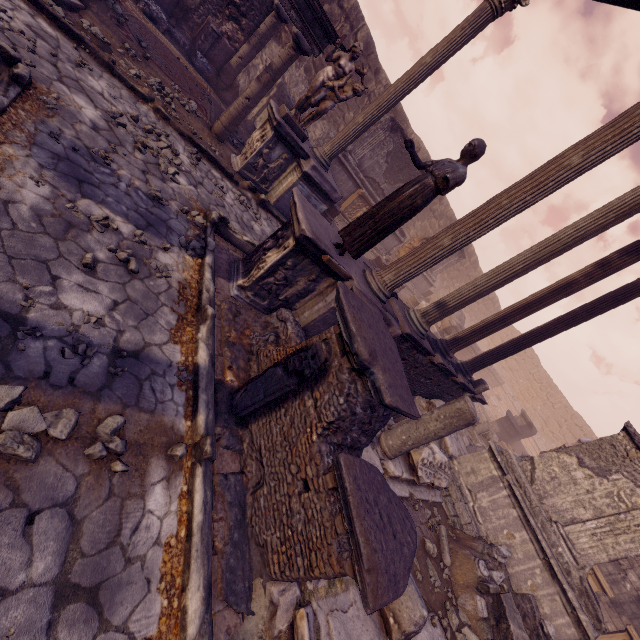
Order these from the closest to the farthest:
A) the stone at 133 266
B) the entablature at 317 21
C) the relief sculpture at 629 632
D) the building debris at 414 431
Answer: the stone at 133 266 < the building debris at 414 431 < the entablature at 317 21 < the relief sculpture at 629 632

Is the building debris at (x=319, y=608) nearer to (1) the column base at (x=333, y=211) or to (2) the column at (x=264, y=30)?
(1) the column base at (x=333, y=211)

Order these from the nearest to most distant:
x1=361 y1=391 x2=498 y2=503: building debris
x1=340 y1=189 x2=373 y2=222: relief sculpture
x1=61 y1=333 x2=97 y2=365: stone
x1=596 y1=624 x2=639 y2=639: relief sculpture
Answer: x1=61 y1=333 x2=97 y2=365: stone, x1=361 y1=391 x2=498 y2=503: building debris, x1=596 y1=624 x2=639 y2=639: relief sculpture, x1=340 y1=189 x2=373 y2=222: relief sculpture

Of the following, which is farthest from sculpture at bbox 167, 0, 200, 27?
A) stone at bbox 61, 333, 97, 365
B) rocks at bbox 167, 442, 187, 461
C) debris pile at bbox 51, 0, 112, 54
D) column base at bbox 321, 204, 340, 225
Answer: rocks at bbox 167, 442, 187, 461

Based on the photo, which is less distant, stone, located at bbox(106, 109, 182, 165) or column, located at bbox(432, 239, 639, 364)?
stone, located at bbox(106, 109, 182, 165)

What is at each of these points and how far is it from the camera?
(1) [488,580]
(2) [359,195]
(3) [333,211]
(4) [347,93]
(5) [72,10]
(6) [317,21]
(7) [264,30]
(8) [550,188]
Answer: (1) debris pile, 5.7m
(2) relief sculpture, 13.3m
(3) column base, 10.8m
(4) sculpture, 7.4m
(5) debris pile, 5.6m
(6) entablature, 6.9m
(7) column, 9.6m
(8) column, 4.6m

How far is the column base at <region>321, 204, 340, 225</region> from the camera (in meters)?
10.74

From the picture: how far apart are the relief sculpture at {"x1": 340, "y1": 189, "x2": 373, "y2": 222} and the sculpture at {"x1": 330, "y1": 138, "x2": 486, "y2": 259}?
8.9 meters
